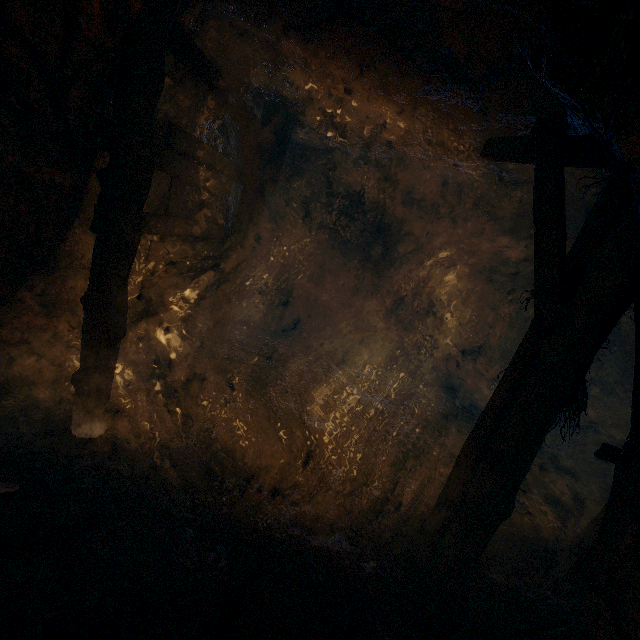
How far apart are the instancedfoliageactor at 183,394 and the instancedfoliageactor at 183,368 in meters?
0.1 m

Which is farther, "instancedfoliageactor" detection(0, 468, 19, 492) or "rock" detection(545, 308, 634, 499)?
"rock" detection(545, 308, 634, 499)

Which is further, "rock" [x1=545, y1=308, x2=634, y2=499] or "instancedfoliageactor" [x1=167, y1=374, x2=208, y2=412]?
"rock" [x1=545, y1=308, x2=634, y2=499]

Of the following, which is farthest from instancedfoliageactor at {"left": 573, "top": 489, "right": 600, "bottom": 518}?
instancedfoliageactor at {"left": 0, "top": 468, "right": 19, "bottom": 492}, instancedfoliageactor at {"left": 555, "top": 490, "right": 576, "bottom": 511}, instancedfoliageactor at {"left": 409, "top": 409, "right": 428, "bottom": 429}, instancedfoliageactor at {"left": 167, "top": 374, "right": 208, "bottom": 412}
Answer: instancedfoliageactor at {"left": 0, "top": 468, "right": 19, "bottom": 492}

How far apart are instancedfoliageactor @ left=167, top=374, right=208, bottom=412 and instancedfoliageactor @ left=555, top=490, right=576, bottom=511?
5.76m

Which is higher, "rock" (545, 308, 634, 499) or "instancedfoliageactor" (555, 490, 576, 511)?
"rock" (545, 308, 634, 499)

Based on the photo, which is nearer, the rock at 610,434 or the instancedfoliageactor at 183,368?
the instancedfoliageactor at 183,368

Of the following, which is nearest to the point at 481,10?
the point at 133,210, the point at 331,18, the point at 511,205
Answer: the point at 331,18
